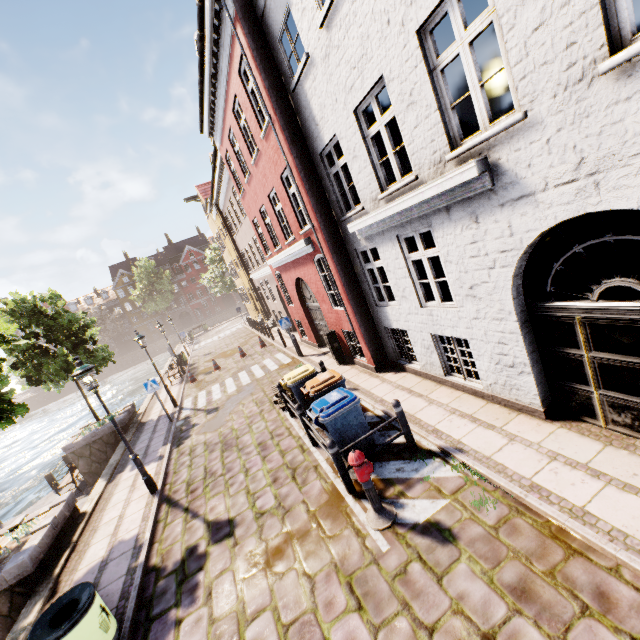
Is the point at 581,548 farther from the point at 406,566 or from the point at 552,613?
the point at 406,566

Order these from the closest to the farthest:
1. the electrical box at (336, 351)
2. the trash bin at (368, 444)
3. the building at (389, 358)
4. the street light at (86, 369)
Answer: the building at (389, 358) < the trash bin at (368, 444) < the street light at (86, 369) < the electrical box at (336, 351)

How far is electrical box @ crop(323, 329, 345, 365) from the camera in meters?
11.4

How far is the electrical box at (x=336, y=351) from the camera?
11.35m

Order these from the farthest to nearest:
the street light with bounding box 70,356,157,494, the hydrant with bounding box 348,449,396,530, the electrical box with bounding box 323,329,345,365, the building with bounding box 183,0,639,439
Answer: the electrical box with bounding box 323,329,345,365 → the street light with bounding box 70,356,157,494 → the hydrant with bounding box 348,449,396,530 → the building with bounding box 183,0,639,439

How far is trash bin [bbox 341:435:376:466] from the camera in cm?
620

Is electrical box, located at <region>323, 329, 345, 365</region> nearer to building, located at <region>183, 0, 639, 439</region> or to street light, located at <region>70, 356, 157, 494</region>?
building, located at <region>183, 0, 639, 439</region>

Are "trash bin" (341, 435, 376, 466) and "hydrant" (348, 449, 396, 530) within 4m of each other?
yes
